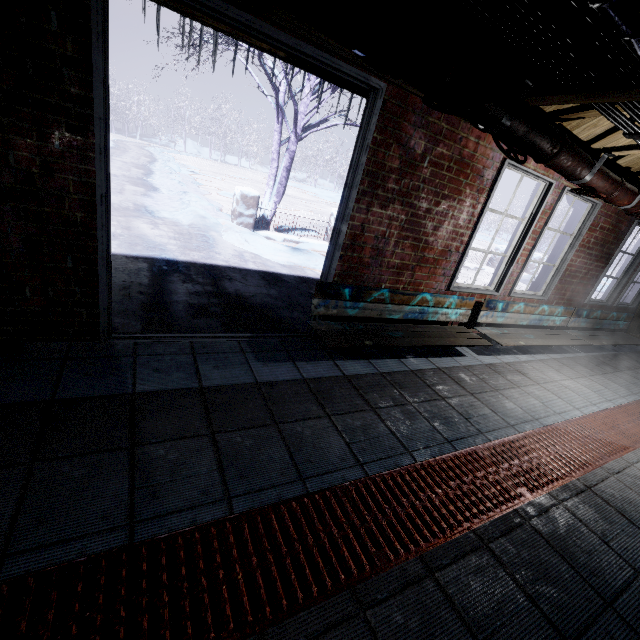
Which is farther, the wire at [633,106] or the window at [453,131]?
the window at [453,131]

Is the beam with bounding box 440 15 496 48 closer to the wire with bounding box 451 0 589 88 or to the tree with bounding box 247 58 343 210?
the wire with bounding box 451 0 589 88

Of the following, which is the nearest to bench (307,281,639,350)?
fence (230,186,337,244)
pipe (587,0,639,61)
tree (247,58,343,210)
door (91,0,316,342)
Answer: door (91,0,316,342)

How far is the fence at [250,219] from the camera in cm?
638

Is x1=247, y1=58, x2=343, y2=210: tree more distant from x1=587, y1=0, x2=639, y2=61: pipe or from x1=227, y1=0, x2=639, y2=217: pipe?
x1=587, y1=0, x2=639, y2=61: pipe

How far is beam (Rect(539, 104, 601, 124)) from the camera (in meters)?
2.19

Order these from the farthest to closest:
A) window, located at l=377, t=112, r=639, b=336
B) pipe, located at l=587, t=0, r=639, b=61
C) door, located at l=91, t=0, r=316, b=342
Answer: window, located at l=377, t=112, r=639, b=336 < door, located at l=91, t=0, r=316, b=342 < pipe, located at l=587, t=0, r=639, b=61

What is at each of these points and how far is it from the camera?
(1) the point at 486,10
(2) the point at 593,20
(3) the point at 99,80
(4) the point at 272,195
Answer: (1) wire, 1.2m
(2) wire, 1.1m
(3) door, 1.5m
(4) tree, 7.3m
